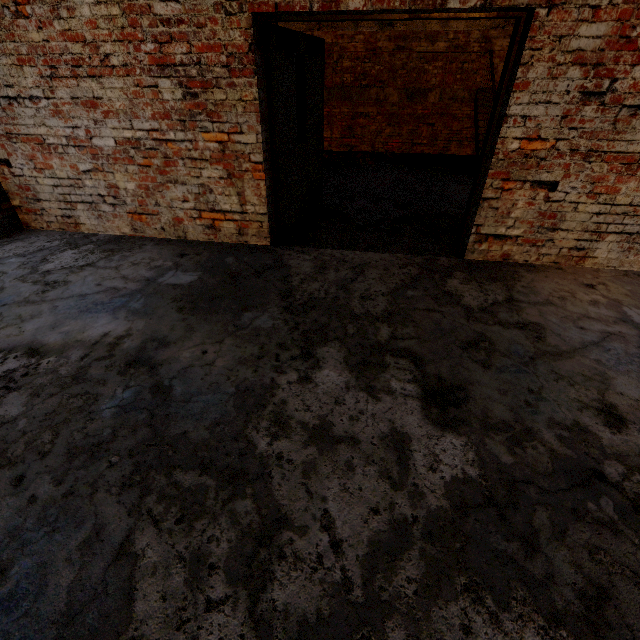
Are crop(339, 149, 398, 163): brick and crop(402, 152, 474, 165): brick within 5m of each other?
yes

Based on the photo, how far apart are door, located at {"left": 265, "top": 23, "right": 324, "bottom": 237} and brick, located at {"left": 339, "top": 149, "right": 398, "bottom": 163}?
5.7m

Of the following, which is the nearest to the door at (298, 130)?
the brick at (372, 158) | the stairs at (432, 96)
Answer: the stairs at (432, 96)

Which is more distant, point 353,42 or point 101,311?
point 353,42

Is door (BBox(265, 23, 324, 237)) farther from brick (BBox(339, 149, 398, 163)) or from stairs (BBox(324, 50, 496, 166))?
brick (BBox(339, 149, 398, 163))

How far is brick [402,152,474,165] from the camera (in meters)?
9.10

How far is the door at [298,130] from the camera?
3.44m

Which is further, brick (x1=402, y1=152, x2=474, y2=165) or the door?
brick (x1=402, y1=152, x2=474, y2=165)
